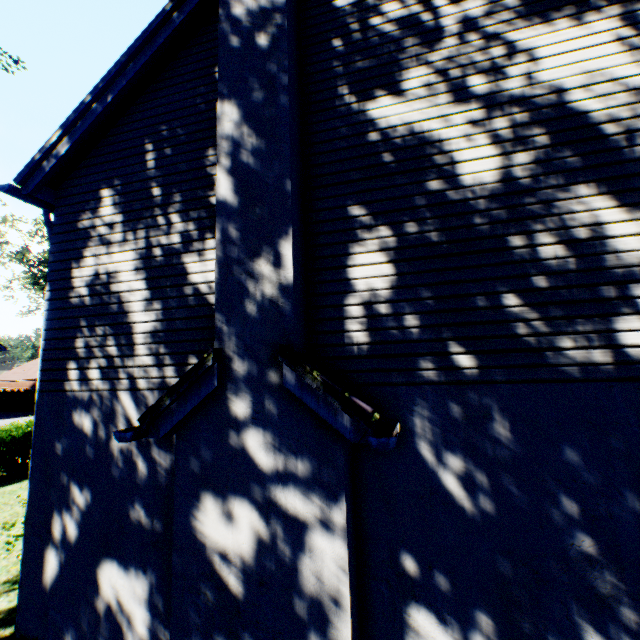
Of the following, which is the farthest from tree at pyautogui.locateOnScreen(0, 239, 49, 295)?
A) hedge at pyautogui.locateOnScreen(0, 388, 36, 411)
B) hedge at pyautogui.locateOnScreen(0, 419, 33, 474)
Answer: hedge at pyautogui.locateOnScreen(0, 419, 33, 474)

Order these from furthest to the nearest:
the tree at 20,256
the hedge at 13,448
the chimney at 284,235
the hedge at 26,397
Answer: the hedge at 26,397
the tree at 20,256
the hedge at 13,448
the chimney at 284,235

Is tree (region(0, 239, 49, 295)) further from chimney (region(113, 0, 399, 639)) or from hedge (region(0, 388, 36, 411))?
chimney (region(113, 0, 399, 639))

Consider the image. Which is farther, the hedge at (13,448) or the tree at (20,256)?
the tree at (20,256)

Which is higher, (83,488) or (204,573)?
(83,488)

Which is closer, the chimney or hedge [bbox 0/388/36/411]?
the chimney

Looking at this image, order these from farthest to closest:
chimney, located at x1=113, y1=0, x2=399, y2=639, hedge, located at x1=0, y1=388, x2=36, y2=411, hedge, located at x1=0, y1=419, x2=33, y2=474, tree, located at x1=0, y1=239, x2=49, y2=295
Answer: hedge, located at x1=0, y1=388, x2=36, y2=411
tree, located at x1=0, y1=239, x2=49, y2=295
hedge, located at x1=0, y1=419, x2=33, y2=474
chimney, located at x1=113, y1=0, x2=399, y2=639

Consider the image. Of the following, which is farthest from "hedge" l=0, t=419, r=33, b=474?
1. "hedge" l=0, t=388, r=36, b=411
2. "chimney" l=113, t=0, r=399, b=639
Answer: "hedge" l=0, t=388, r=36, b=411
